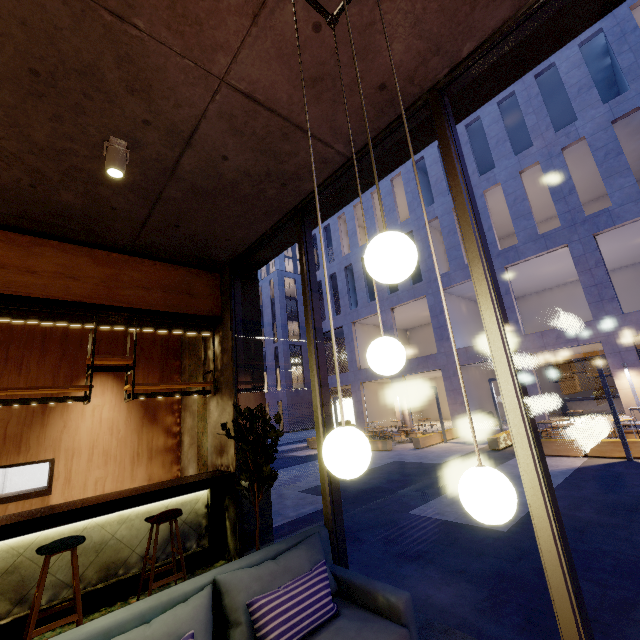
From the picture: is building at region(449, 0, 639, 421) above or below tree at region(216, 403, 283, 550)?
above

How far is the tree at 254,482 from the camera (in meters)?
3.38

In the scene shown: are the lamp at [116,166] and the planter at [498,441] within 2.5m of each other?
no

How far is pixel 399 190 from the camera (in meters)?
26.56

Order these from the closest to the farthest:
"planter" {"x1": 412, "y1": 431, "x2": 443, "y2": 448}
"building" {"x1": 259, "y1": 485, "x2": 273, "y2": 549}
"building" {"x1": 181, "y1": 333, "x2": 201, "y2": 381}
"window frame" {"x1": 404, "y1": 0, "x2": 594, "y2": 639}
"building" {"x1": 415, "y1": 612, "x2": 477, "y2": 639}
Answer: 1. "window frame" {"x1": 404, "y1": 0, "x2": 594, "y2": 639}
2. "building" {"x1": 415, "y1": 612, "x2": 477, "y2": 639}
3. "building" {"x1": 259, "y1": 485, "x2": 273, "y2": 549}
4. "building" {"x1": 181, "y1": 333, "x2": 201, "y2": 381}
5. "planter" {"x1": 412, "y1": 431, "x2": 443, "y2": 448}

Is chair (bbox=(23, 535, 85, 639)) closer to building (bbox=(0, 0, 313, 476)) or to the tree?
building (bbox=(0, 0, 313, 476))

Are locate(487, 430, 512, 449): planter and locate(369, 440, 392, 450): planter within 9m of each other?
yes

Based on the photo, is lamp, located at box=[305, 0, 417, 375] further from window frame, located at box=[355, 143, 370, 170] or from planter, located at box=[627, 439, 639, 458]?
planter, located at box=[627, 439, 639, 458]
